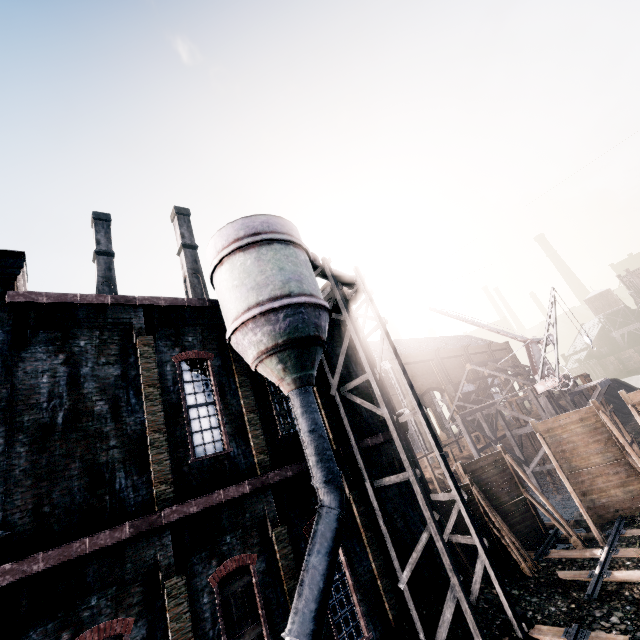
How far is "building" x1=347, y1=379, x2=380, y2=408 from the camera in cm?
1697

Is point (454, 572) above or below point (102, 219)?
below

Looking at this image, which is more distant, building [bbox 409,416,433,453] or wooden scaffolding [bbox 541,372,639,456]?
building [bbox 409,416,433,453]

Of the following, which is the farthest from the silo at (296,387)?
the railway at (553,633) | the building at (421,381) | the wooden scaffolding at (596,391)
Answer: the building at (421,381)

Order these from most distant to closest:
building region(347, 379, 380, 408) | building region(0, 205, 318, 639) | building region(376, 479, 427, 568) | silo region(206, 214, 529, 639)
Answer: building region(347, 379, 380, 408)
building region(376, 479, 427, 568)
silo region(206, 214, 529, 639)
building region(0, 205, 318, 639)

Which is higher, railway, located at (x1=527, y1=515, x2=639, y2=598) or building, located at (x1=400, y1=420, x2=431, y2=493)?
building, located at (x1=400, y1=420, x2=431, y2=493)

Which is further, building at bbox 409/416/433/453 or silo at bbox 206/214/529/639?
building at bbox 409/416/433/453

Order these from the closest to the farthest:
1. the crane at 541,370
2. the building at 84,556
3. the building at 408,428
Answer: the building at 84,556 < the building at 408,428 < the crane at 541,370
